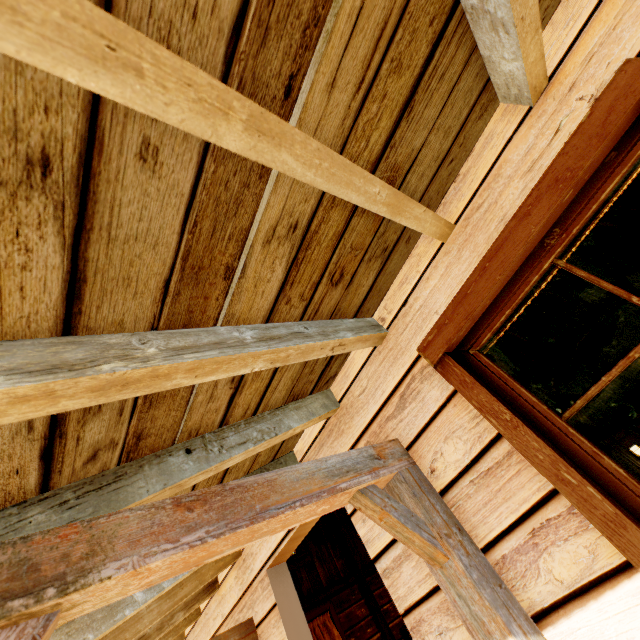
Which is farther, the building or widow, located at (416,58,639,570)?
widow, located at (416,58,639,570)

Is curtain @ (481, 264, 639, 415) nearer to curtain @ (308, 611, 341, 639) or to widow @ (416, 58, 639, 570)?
widow @ (416, 58, 639, 570)

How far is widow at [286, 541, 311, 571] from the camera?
5.8m

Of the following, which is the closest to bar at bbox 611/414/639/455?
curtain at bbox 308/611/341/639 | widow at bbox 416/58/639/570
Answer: curtain at bbox 308/611/341/639

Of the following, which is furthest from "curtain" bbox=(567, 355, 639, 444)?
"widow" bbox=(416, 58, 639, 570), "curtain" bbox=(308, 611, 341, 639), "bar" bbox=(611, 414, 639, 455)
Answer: "curtain" bbox=(308, 611, 341, 639)

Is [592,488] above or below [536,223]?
below

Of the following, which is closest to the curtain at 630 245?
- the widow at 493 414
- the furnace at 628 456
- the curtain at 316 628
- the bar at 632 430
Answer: the widow at 493 414

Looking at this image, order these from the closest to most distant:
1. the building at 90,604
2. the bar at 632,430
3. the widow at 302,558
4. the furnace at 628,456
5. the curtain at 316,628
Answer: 1. the building at 90,604
2. the furnace at 628,456
3. the curtain at 316,628
4. the widow at 302,558
5. the bar at 632,430
